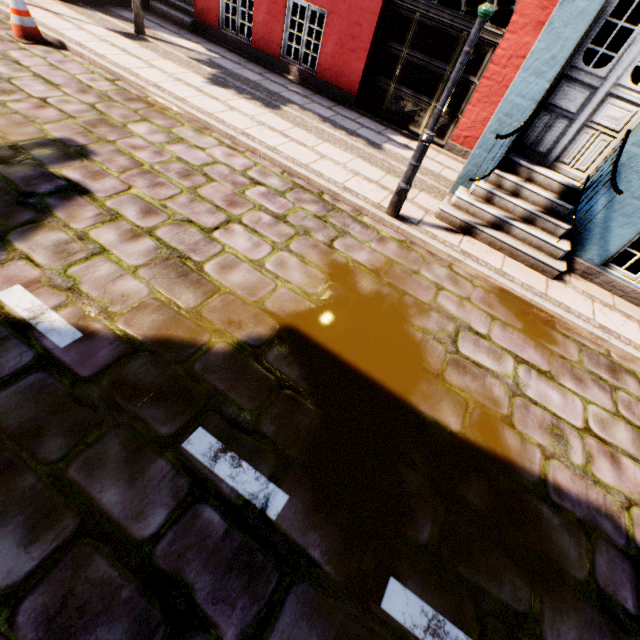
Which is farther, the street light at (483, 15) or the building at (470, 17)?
the building at (470, 17)

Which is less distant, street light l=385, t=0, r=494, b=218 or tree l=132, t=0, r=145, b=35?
street light l=385, t=0, r=494, b=218

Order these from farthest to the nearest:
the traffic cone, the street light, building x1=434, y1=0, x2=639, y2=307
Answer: the traffic cone → building x1=434, y1=0, x2=639, y2=307 → the street light

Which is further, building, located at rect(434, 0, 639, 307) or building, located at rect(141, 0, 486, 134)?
building, located at rect(141, 0, 486, 134)

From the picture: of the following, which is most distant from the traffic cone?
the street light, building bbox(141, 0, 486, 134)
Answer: the street light

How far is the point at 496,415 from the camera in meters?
3.0

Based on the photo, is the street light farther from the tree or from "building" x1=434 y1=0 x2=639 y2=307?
the tree

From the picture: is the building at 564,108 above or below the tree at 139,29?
above
